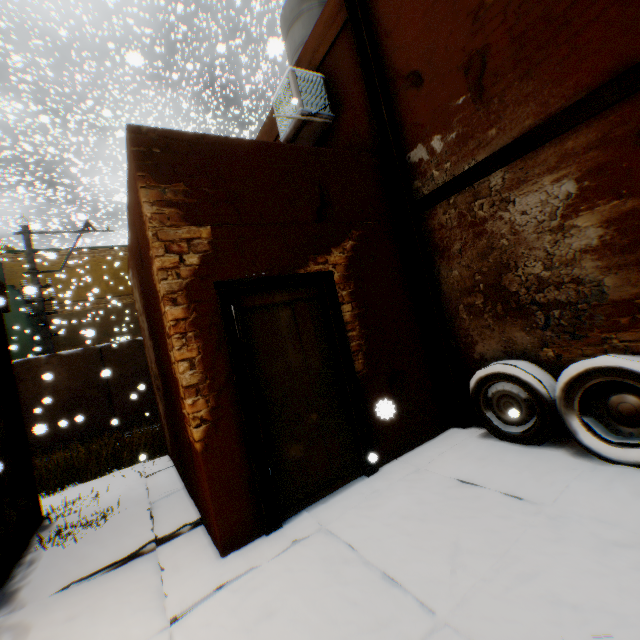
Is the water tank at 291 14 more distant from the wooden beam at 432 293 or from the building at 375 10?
the wooden beam at 432 293

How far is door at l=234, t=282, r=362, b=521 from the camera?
3.3 meters

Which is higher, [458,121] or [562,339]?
[458,121]

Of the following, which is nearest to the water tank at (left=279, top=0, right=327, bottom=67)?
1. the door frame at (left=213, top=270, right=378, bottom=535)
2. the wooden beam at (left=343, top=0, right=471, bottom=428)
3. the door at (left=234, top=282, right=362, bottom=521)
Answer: the wooden beam at (left=343, top=0, right=471, bottom=428)

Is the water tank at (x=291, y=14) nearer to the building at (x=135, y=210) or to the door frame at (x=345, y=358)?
the building at (x=135, y=210)

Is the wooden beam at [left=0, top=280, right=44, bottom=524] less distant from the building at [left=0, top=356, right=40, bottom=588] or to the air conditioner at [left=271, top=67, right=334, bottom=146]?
the building at [left=0, top=356, right=40, bottom=588]

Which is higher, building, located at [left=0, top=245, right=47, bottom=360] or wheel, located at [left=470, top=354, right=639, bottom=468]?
building, located at [left=0, top=245, right=47, bottom=360]

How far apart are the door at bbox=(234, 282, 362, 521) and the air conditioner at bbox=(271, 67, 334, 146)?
2.38m
